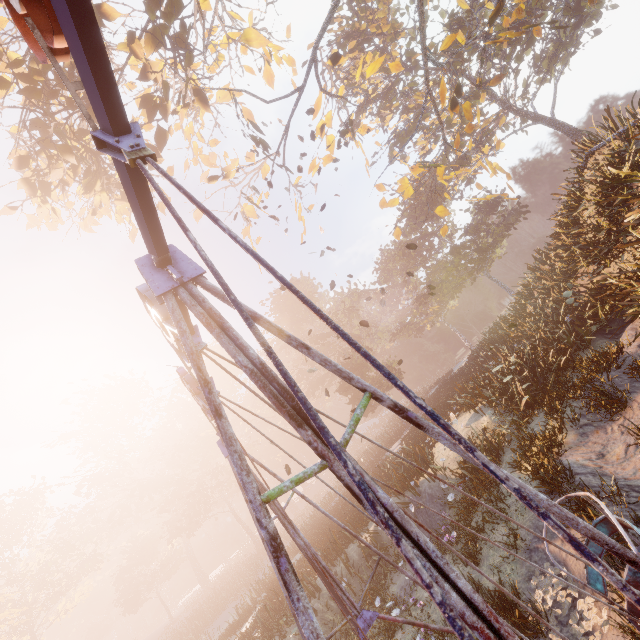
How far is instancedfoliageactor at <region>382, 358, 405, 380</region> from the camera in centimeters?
3037cm

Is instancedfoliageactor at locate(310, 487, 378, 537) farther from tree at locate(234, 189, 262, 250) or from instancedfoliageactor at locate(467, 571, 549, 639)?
tree at locate(234, 189, 262, 250)

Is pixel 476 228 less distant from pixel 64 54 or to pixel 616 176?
pixel 616 176

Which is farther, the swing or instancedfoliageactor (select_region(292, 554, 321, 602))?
instancedfoliageactor (select_region(292, 554, 321, 602))

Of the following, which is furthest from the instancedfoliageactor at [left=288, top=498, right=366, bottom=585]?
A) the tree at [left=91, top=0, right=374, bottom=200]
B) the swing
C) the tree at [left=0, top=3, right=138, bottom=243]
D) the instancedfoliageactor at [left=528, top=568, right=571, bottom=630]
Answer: the tree at [left=0, top=3, right=138, bottom=243]

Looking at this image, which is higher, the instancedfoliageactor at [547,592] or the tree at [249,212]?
the tree at [249,212]

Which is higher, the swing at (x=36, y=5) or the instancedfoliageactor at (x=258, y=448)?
the instancedfoliageactor at (x=258, y=448)

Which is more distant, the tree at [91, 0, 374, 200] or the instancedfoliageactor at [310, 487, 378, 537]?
the instancedfoliageactor at [310, 487, 378, 537]
